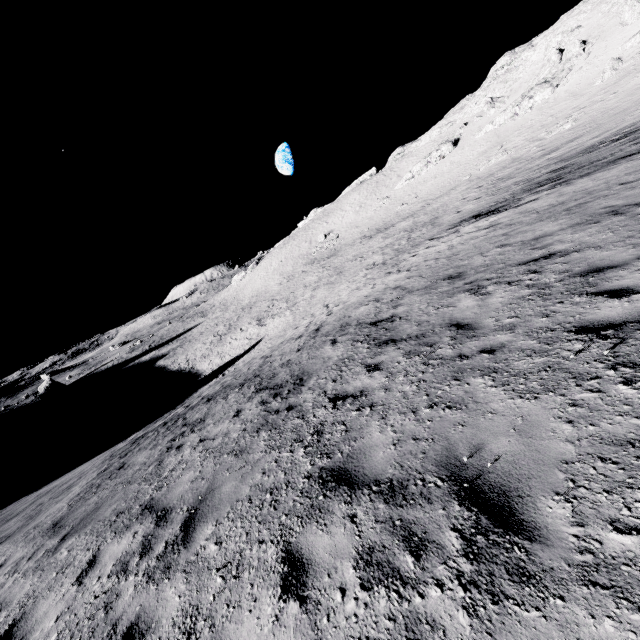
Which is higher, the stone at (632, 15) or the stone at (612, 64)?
the stone at (632, 15)

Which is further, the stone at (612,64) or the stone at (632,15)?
the stone at (632,15)

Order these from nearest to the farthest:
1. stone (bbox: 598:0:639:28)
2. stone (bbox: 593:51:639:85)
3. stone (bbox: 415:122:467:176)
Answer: stone (bbox: 593:51:639:85) → stone (bbox: 598:0:639:28) → stone (bbox: 415:122:467:176)

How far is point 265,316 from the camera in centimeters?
4688cm

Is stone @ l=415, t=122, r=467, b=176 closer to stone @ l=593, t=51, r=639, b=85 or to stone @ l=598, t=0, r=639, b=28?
stone @ l=593, t=51, r=639, b=85

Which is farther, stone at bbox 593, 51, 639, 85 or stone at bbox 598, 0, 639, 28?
stone at bbox 598, 0, 639, 28
